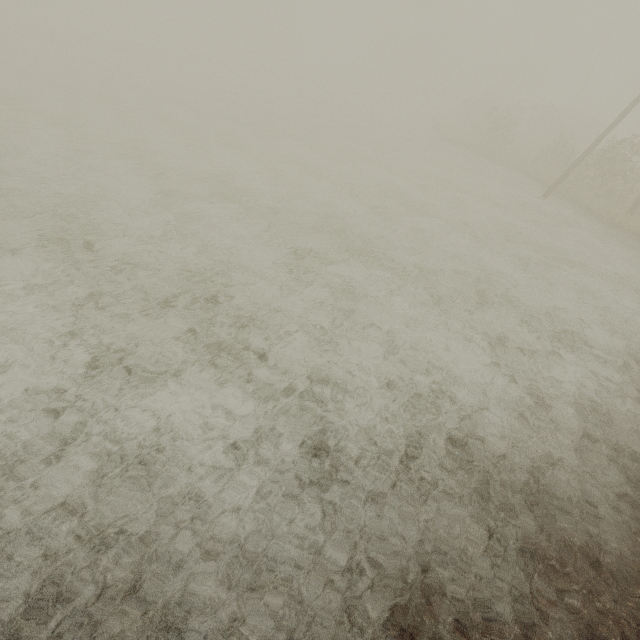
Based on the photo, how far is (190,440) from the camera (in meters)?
4.23
